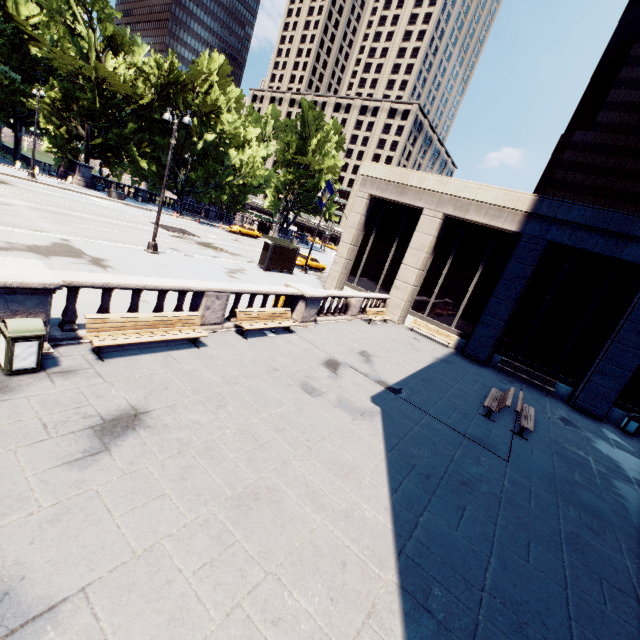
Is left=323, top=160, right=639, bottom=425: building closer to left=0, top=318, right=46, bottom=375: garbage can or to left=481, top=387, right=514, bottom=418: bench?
left=481, top=387, right=514, bottom=418: bench

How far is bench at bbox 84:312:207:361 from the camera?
7.4 meters

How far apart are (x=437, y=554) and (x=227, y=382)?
5.8m

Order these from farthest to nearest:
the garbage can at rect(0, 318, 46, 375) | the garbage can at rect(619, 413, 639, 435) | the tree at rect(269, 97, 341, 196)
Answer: the tree at rect(269, 97, 341, 196), the garbage can at rect(619, 413, 639, 435), the garbage can at rect(0, 318, 46, 375)

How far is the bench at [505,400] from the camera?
11.57m

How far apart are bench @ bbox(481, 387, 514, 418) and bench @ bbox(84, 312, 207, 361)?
10.0m

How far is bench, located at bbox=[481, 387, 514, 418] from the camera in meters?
11.6

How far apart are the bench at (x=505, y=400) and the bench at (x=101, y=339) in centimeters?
998cm
